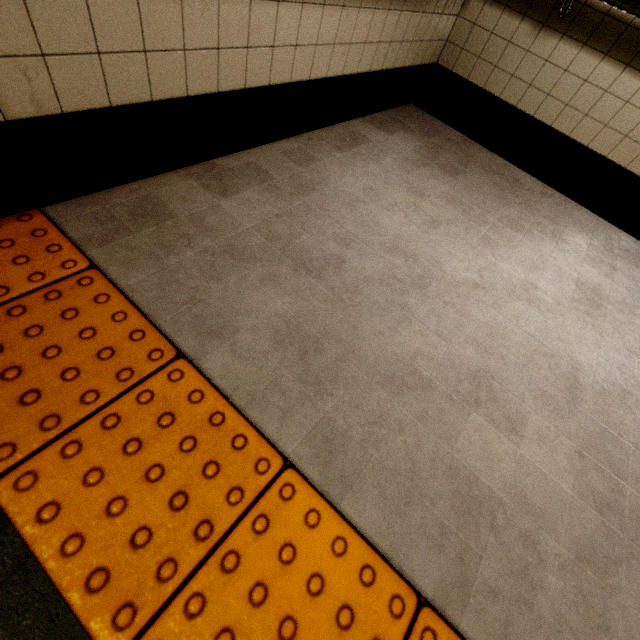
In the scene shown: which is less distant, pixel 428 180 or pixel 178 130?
pixel 178 130

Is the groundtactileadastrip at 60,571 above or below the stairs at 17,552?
above

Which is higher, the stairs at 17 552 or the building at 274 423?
the building at 274 423

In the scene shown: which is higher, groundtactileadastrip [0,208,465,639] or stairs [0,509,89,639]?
groundtactileadastrip [0,208,465,639]

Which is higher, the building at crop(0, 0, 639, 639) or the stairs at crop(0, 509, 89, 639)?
the building at crop(0, 0, 639, 639)
